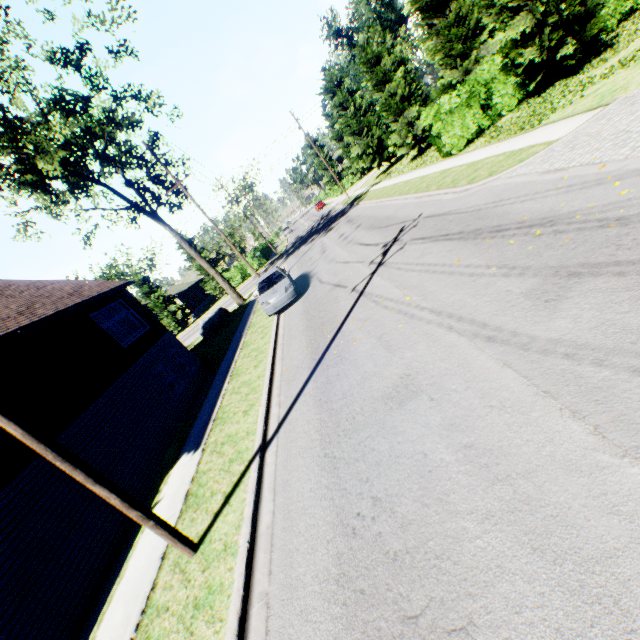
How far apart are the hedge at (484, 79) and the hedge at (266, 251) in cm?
3010

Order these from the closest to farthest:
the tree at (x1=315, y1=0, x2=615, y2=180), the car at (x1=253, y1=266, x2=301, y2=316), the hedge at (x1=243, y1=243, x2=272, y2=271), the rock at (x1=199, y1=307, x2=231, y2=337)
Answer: the tree at (x1=315, y1=0, x2=615, y2=180), the car at (x1=253, y1=266, x2=301, y2=316), the rock at (x1=199, y1=307, x2=231, y2=337), the hedge at (x1=243, y1=243, x2=272, y2=271)

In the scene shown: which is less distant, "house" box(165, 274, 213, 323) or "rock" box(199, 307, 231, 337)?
"rock" box(199, 307, 231, 337)

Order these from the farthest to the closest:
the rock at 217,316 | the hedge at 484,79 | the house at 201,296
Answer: the house at 201,296
the rock at 217,316
the hedge at 484,79

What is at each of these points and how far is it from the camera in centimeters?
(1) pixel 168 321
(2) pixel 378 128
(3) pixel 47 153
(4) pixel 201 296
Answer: (1) tree, 4519cm
(2) tree, 3550cm
(3) tree, 1723cm
(4) house, 5700cm

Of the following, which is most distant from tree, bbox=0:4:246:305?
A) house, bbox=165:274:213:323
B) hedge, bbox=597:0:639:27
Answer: hedge, bbox=597:0:639:27

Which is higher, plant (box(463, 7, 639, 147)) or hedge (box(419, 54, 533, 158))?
hedge (box(419, 54, 533, 158))

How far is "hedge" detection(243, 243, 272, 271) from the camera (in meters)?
43.41
